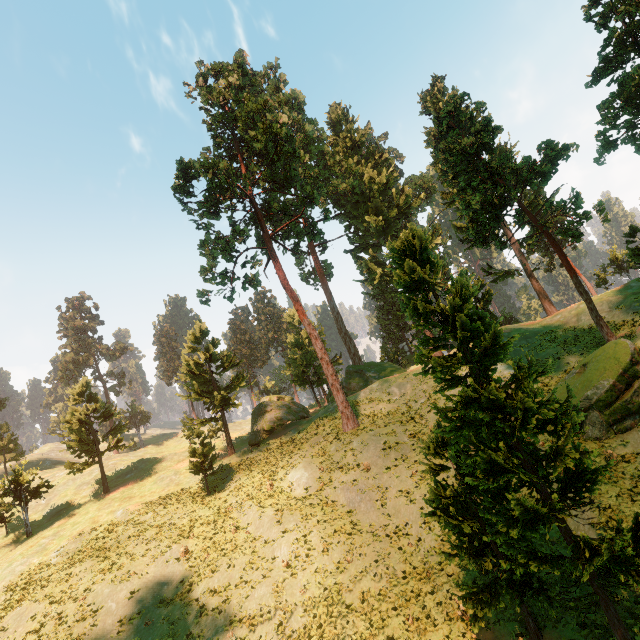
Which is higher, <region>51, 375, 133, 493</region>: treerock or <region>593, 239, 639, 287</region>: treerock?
<region>51, 375, 133, 493</region>: treerock

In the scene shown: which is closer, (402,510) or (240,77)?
(402,510)

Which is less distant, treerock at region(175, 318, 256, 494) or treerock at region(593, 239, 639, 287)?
treerock at region(593, 239, 639, 287)

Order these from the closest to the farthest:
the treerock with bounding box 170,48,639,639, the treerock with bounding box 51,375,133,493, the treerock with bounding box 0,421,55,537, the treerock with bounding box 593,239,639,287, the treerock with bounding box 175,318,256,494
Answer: the treerock with bounding box 170,48,639,639 → the treerock with bounding box 593,239,639,287 → the treerock with bounding box 175,318,256,494 → the treerock with bounding box 0,421,55,537 → the treerock with bounding box 51,375,133,493

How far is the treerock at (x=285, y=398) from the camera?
37.8 meters
